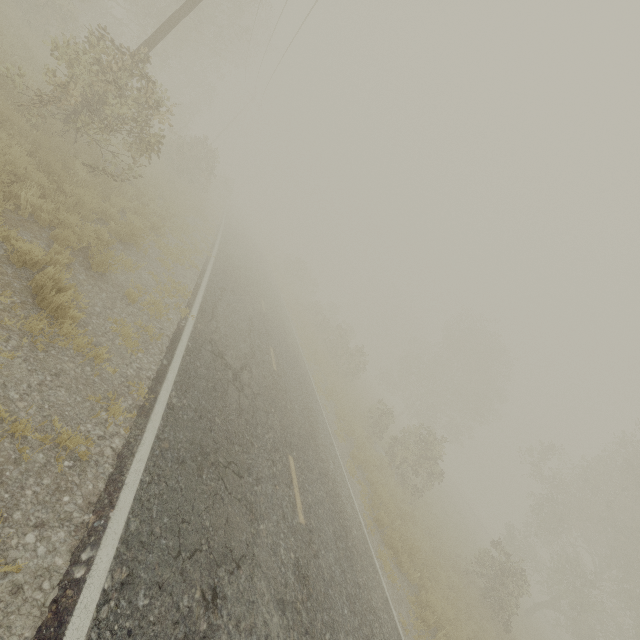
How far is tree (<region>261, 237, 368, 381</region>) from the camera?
26.52m

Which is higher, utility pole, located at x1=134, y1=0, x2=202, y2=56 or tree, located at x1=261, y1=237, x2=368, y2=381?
utility pole, located at x1=134, y1=0, x2=202, y2=56

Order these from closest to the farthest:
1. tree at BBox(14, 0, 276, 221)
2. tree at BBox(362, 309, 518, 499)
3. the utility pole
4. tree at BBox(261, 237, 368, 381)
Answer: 1. tree at BBox(14, 0, 276, 221)
2. the utility pole
3. tree at BBox(362, 309, 518, 499)
4. tree at BBox(261, 237, 368, 381)

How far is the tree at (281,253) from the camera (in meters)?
26.52

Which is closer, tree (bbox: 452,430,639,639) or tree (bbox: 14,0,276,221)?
Answer: tree (bbox: 14,0,276,221)

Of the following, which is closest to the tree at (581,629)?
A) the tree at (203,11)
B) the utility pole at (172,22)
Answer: the tree at (203,11)

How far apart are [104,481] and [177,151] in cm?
2354
